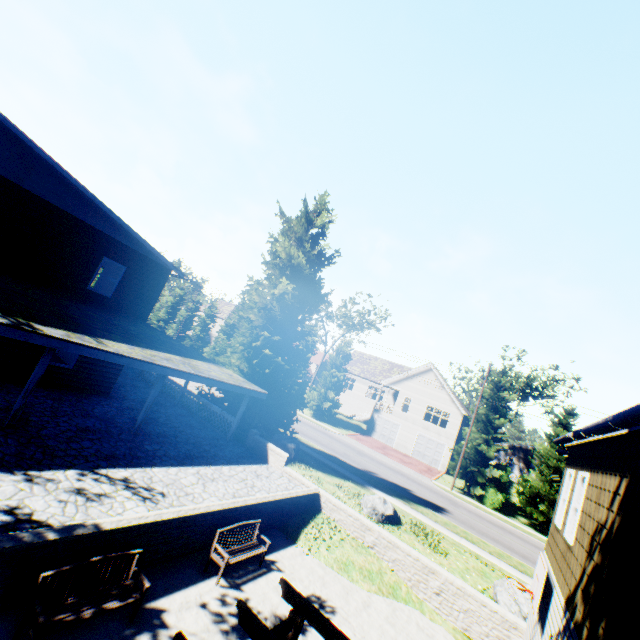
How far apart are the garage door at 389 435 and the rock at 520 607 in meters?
26.3 m

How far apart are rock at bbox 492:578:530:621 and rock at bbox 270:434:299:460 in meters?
10.1

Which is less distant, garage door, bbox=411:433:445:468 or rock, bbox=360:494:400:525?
rock, bbox=360:494:400:525

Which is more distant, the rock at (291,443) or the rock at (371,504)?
the rock at (291,443)

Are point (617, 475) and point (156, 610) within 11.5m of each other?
yes

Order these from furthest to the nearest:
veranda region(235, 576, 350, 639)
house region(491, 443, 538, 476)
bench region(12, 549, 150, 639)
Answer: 1. house region(491, 443, 538, 476)
2. bench region(12, 549, 150, 639)
3. veranda region(235, 576, 350, 639)

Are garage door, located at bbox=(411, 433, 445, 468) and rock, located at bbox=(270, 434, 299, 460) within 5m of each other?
no

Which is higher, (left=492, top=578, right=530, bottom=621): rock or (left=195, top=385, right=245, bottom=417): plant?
(left=195, top=385, right=245, bottom=417): plant
